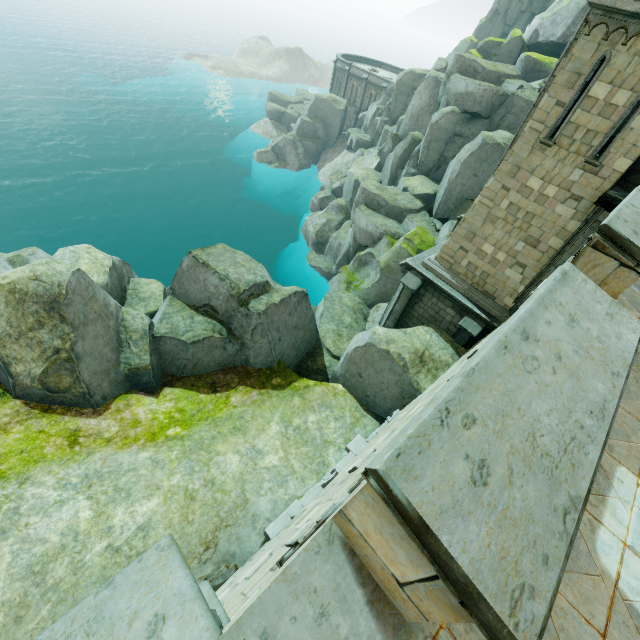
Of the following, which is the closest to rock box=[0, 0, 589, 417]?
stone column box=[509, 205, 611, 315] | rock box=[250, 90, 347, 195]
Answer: stone column box=[509, 205, 611, 315]

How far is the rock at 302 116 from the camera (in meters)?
44.00

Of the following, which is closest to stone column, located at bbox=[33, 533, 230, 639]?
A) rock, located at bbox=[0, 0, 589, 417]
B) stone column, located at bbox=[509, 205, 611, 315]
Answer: rock, located at bbox=[0, 0, 589, 417]

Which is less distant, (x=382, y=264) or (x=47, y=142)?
(x=382, y=264)

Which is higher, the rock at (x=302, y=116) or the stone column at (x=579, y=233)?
the stone column at (x=579, y=233)

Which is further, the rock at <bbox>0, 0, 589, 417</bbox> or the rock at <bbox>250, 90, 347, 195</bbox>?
the rock at <bbox>250, 90, 347, 195</bbox>

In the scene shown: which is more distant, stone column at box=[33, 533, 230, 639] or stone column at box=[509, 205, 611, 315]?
stone column at box=[509, 205, 611, 315]

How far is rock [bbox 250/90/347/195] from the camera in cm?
4400
